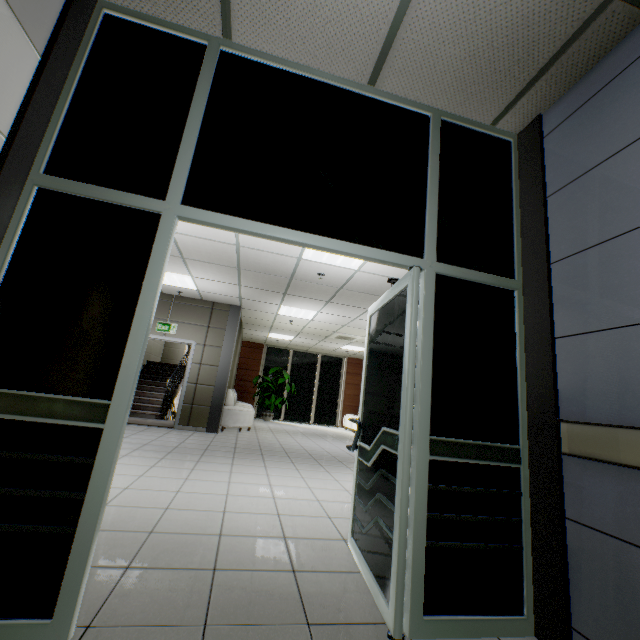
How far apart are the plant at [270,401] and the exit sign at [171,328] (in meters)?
5.59

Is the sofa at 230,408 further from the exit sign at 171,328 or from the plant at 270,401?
the exit sign at 171,328

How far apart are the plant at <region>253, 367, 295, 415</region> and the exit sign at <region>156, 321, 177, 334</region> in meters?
5.6 m

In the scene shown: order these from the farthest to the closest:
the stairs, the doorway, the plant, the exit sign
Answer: the plant
the stairs
the exit sign
the doorway

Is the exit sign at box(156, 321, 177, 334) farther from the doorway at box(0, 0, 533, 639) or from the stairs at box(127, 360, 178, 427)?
the doorway at box(0, 0, 533, 639)

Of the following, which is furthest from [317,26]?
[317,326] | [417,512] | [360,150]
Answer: [317,326]

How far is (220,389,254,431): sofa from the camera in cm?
837

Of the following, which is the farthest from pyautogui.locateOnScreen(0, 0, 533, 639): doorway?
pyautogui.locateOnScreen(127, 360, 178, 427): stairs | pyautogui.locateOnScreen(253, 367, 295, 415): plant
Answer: pyautogui.locateOnScreen(253, 367, 295, 415): plant
